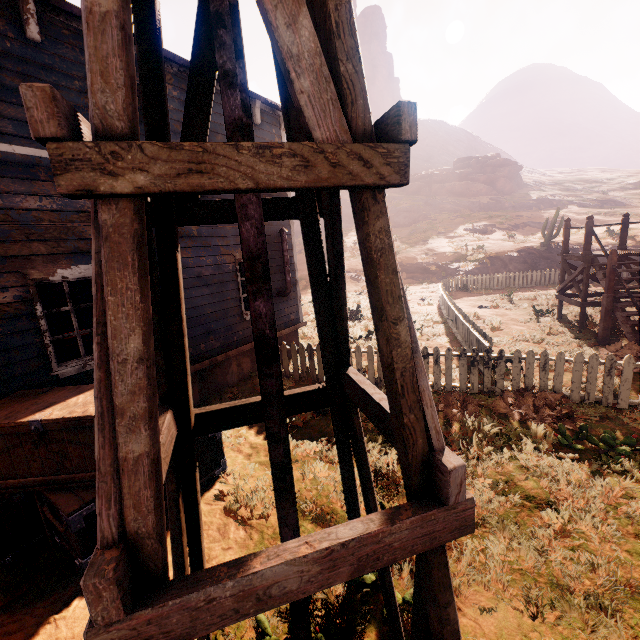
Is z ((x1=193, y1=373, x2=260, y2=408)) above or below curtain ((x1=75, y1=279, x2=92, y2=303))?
below

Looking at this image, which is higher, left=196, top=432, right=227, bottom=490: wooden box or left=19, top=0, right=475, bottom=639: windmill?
left=19, top=0, right=475, bottom=639: windmill

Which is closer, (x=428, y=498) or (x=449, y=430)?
(x=428, y=498)

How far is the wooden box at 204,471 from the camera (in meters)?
4.78

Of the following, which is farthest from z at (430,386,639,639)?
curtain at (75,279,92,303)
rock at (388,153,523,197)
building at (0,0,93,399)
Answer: rock at (388,153,523,197)

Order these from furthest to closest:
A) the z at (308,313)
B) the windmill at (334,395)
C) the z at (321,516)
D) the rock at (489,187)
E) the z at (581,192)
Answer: the rock at (489,187) < the z at (581,192) < the z at (308,313) < the z at (321,516) < the windmill at (334,395)

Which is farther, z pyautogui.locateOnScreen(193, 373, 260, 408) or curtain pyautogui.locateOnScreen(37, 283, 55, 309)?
z pyautogui.locateOnScreen(193, 373, 260, 408)

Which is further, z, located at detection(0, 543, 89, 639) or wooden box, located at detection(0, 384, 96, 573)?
wooden box, located at detection(0, 384, 96, 573)
